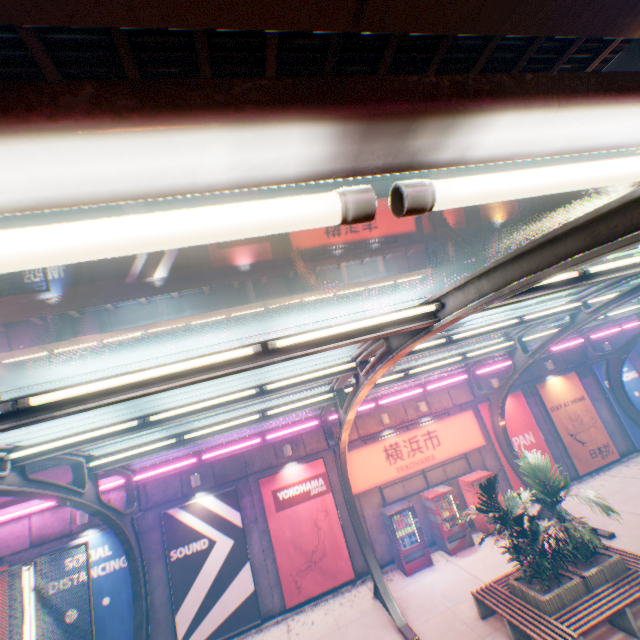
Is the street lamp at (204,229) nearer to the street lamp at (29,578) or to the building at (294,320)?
the street lamp at (29,578)

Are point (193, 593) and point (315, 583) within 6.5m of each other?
yes

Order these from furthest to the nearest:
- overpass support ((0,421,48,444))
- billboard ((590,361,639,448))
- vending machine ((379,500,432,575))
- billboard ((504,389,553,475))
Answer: overpass support ((0,421,48,444)), billboard ((590,361,639,448)), billboard ((504,389,553,475)), vending machine ((379,500,432,575))

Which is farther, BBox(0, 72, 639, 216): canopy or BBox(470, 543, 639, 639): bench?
BBox(470, 543, 639, 639): bench

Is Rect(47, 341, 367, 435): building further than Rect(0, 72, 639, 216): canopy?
Yes

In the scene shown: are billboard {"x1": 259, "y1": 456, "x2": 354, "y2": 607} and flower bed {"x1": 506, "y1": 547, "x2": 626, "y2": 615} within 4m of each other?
no

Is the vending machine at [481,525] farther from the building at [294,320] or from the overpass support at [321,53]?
the building at [294,320]

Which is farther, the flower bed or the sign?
the sign
